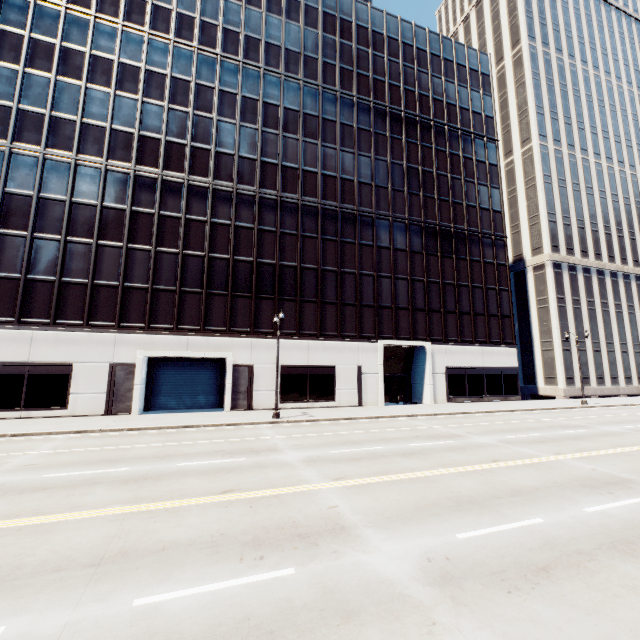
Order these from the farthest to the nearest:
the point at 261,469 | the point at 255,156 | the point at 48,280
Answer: the point at 255,156
the point at 48,280
the point at 261,469
